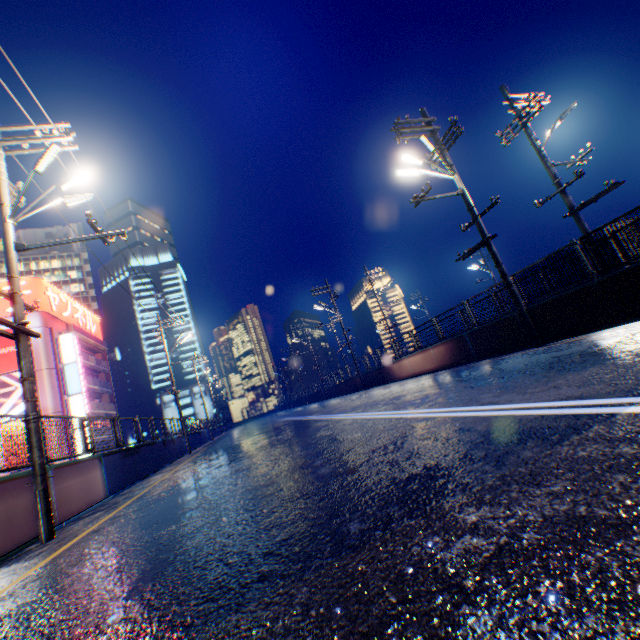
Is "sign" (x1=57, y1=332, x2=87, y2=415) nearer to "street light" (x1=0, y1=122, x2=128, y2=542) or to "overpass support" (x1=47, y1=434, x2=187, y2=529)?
"overpass support" (x1=47, y1=434, x2=187, y2=529)

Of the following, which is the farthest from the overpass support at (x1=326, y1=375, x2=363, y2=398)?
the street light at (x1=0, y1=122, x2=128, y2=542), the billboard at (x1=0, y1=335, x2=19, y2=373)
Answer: the billboard at (x1=0, y1=335, x2=19, y2=373)

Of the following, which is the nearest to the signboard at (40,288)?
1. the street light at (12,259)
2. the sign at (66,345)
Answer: the sign at (66,345)

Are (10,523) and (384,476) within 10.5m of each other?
yes

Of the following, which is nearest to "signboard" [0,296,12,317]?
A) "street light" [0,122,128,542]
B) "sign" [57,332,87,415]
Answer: "sign" [57,332,87,415]

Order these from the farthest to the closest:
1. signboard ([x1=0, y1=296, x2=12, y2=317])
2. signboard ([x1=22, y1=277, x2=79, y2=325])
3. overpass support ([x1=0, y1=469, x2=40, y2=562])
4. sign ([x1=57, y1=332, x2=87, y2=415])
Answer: signboard ([x1=22, y1=277, x2=79, y2=325]), sign ([x1=57, y1=332, x2=87, y2=415]), signboard ([x1=0, y1=296, x2=12, y2=317]), overpass support ([x1=0, y1=469, x2=40, y2=562])

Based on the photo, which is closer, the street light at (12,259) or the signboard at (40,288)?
the street light at (12,259)

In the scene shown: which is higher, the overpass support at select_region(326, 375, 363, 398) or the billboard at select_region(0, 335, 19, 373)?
the billboard at select_region(0, 335, 19, 373)
